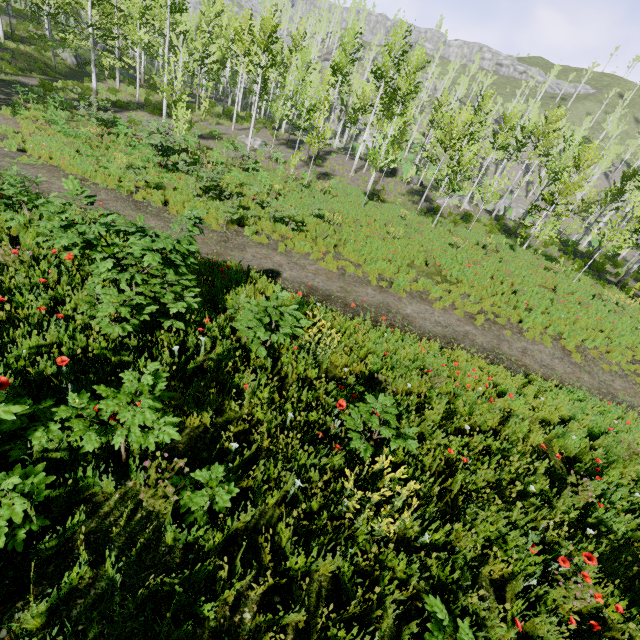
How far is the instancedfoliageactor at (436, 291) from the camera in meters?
11.3

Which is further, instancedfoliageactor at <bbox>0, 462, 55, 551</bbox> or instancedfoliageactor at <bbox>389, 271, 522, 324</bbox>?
instancedfoliageactor at <bbox>389, 271, 522, 324</bbox>

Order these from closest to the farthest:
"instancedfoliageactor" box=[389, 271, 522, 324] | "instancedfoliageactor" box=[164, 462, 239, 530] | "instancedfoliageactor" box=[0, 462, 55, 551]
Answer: "instancedfoliageactor" box=[0, 462, 55, 551], "instancedfoliageactor" box=[164, 462, 239, 530], "instancedfoliageactor" box=[389, 271, 522, 324]

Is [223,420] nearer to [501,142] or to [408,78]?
[408,78]

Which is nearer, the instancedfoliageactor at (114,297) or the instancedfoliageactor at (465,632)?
the instancedfoliageactor at (465,632)

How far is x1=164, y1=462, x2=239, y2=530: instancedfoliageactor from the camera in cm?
273
